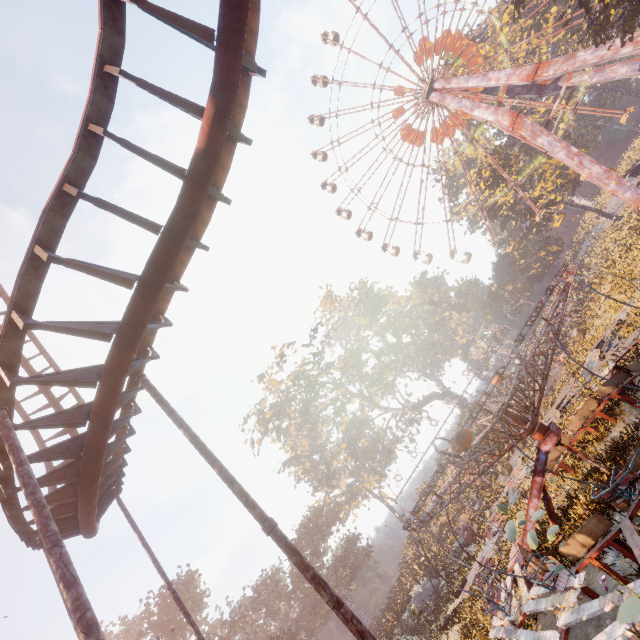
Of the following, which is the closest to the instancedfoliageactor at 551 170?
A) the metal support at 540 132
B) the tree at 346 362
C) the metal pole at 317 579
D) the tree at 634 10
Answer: the metal support at 540 132

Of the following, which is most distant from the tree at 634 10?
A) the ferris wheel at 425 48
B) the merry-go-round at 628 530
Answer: the merry-go-round at 628 530

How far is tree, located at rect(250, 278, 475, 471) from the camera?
36.9m

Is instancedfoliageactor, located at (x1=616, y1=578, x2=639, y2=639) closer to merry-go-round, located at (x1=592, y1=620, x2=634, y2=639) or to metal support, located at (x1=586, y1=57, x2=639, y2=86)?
merry-go-round, located at (x1=592, y1=620, x2=634, y2=639)

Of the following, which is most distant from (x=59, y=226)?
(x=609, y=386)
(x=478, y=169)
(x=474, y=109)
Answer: (x=478, y=169)

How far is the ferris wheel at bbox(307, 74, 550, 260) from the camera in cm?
4078

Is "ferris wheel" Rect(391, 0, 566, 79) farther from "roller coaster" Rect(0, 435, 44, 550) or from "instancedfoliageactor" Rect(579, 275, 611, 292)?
"roller coaster" Rect(0, 435, 44, 550)

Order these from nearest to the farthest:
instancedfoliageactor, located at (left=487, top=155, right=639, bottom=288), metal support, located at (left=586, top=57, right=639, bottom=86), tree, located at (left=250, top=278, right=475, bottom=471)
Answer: instancedfoliageactor, located at (left=487, top=155, right=639, bottom=288) → metal support, located at (left=586, top=57, right=639, bottom=86) → tree, located at (left=250, top=278, right=475, bottom=471)
